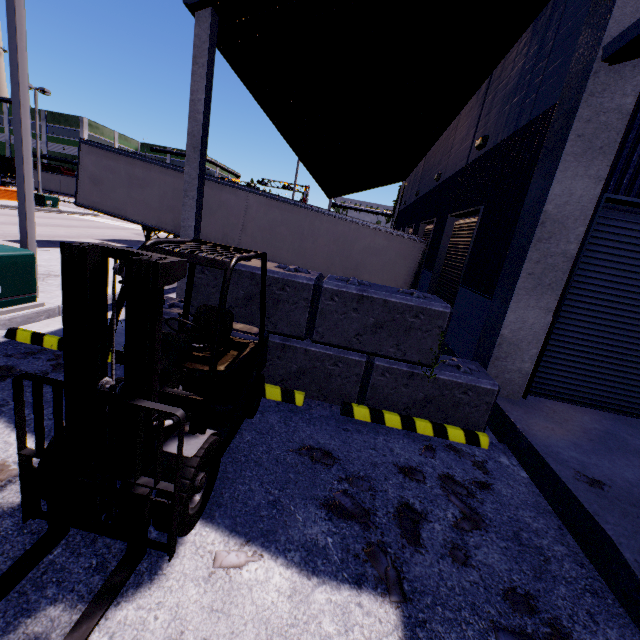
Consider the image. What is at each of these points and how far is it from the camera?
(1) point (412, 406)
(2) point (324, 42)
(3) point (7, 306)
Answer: (1) concrete block, 5.00m
(2) building, 6.32m
(3) electrical box, 5.74m

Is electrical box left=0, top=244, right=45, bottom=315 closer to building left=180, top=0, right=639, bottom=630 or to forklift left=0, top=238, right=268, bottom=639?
building left=180, top=0, right=639, bottom=630

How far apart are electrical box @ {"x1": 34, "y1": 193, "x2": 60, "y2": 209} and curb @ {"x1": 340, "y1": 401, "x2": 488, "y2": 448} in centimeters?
3466cm

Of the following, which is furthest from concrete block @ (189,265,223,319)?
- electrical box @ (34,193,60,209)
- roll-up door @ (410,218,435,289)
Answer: electrical box @ (34,193,60,209)

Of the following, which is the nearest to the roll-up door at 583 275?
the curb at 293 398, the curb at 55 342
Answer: the curb at 293 398

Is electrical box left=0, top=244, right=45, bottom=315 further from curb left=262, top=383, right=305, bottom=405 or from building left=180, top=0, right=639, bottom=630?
curb left=262, top=383, right=305, bottom=405

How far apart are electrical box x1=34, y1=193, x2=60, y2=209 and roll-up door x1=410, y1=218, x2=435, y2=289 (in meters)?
31.07

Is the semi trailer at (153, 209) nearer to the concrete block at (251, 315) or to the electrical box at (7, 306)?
the concrete block at (251, 315)
